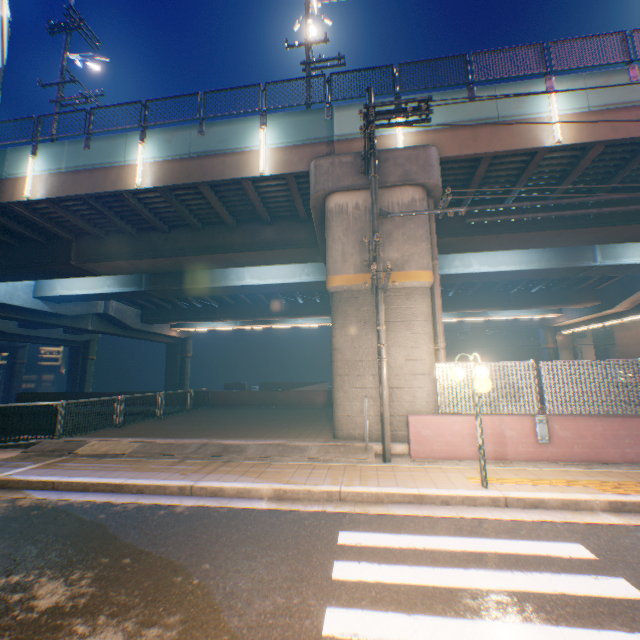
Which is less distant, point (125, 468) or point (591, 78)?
point (125, 468)

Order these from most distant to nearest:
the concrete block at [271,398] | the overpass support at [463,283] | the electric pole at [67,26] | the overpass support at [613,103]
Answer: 1. the concrete block at [271,398]
2. the electric pole at [67,26]
3. the overpass support at [463,283]
4. the overpass support at [613,103]

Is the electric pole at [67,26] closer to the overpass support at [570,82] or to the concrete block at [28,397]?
the overpass support at [570,82]

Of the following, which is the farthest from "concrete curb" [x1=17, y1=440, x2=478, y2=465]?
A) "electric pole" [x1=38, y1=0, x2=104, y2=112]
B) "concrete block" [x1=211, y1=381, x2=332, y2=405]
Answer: "electric pole" [x1=38, y1=0, x2=104, y2=112]

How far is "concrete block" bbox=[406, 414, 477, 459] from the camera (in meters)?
7.46

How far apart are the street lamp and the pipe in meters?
3.2 m

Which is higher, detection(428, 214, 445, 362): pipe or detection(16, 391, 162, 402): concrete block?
detection(428, 214, 445, 362): pipe

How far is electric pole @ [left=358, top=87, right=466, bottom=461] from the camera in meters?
7.5
